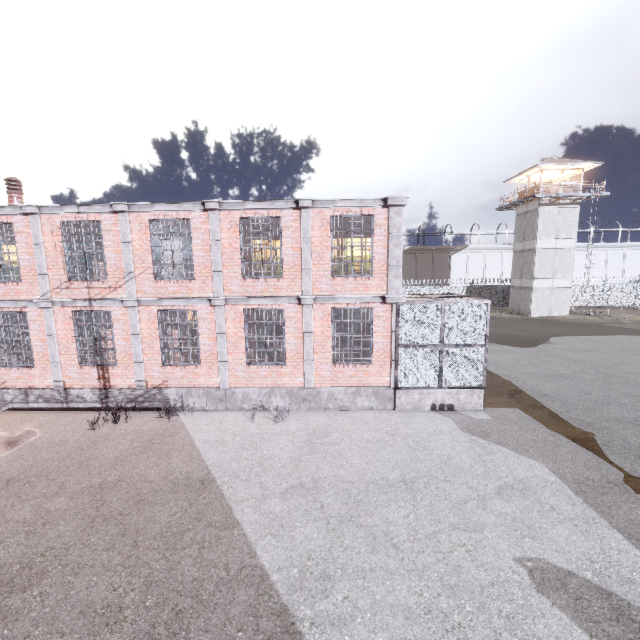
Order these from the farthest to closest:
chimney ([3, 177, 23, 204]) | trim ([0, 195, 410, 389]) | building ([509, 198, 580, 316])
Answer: building ([509, 198, 580, 316]), chimney ([3, 177, 23, 204]), trim ([0, 195, 410, 389])

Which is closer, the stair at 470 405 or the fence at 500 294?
the stair at 470 405

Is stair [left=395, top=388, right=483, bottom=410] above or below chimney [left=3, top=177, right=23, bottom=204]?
below

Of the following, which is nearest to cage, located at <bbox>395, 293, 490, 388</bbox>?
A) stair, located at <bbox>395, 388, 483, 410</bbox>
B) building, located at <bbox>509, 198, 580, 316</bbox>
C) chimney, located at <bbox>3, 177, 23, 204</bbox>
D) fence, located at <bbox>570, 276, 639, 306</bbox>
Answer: stair, located at <bbox>395, 388, 483, 410</bbox>

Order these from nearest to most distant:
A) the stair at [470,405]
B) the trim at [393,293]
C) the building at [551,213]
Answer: the trim at [393,293], the stair at [470,405], the building at [551,213]

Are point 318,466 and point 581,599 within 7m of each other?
yes

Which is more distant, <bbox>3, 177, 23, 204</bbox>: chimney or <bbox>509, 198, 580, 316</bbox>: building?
<bbox>509, 198, 580, 316</bbox>: building

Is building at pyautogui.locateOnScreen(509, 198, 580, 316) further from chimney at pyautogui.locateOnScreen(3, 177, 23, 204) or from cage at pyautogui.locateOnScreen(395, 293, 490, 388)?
chimney at pyautogui.locateOnScreen(3, 177, 23, 204)
